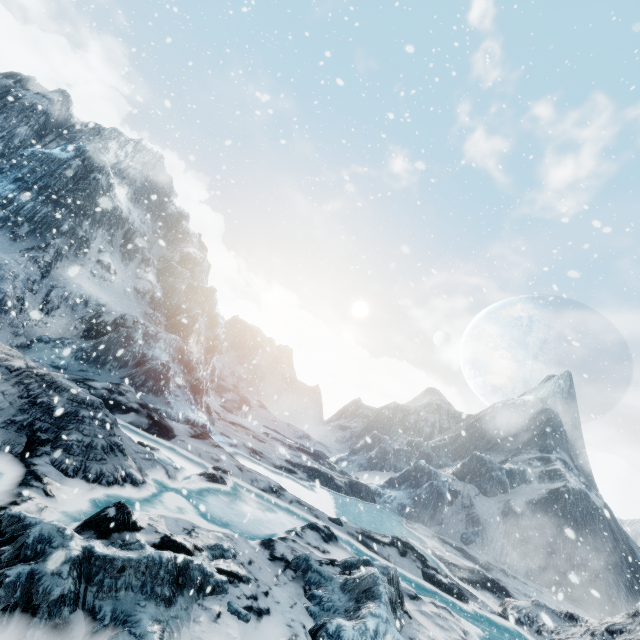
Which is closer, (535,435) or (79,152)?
(79,152)
